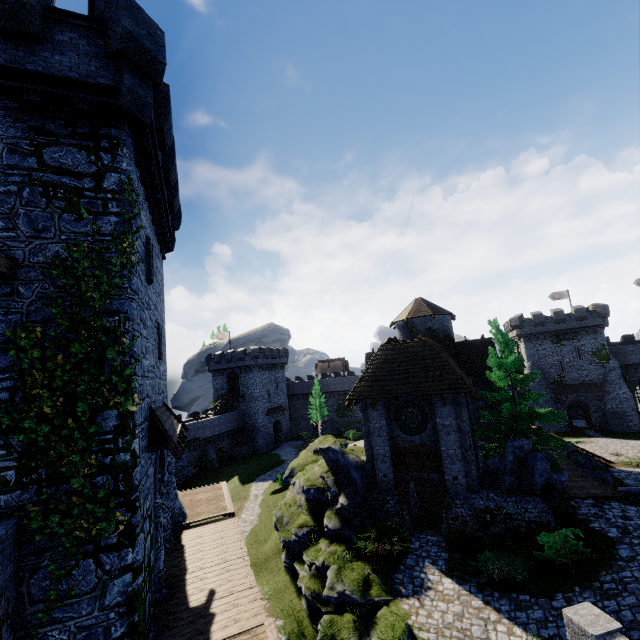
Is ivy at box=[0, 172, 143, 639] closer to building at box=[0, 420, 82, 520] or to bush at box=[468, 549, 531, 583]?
building at box=[0, 420, 82, 520]

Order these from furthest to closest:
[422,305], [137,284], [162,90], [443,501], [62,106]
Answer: [422,305], [443,501], [162,90], [137,284], [62,106]

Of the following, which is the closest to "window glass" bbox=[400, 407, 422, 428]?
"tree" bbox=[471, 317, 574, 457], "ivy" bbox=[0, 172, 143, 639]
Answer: "tree" bbox=[471, 317, 574, 457]

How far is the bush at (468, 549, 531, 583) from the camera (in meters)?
12.95

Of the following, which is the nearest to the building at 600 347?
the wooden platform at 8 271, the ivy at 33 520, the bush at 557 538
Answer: the bush at 557 538

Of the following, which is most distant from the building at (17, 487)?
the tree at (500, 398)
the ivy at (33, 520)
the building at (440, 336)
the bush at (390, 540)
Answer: the tree at (500, 398)

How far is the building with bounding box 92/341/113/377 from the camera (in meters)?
7.75

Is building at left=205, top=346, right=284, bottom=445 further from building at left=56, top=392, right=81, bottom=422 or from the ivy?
the ivy
